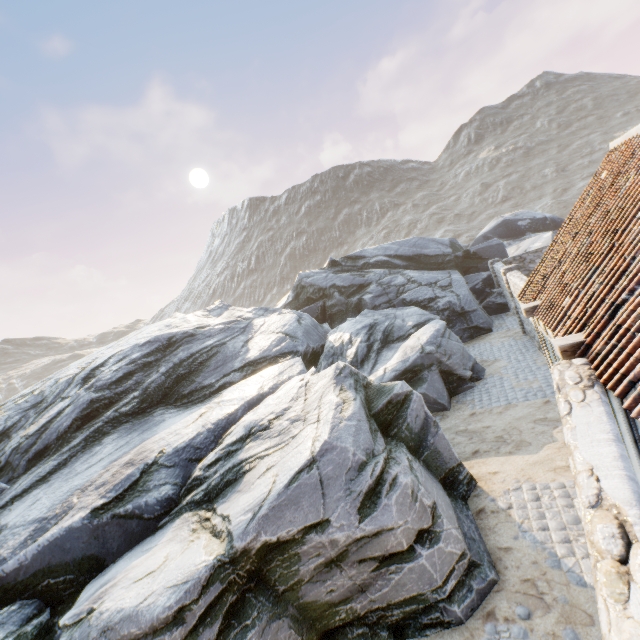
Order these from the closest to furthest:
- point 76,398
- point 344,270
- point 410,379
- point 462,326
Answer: point 410,379 → point 76,398 → point 462,326 → point 344,270

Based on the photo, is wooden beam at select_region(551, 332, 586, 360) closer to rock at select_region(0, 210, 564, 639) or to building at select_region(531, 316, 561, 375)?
building at select_region(531, 316, 561, 375)

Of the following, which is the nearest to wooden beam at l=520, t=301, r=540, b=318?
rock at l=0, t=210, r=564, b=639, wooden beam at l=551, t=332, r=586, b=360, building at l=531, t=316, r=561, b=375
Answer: building at l=531, t=316, r=561, b=375

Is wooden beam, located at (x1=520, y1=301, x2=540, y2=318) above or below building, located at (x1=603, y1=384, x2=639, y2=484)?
above

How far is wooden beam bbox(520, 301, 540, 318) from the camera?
7.4m

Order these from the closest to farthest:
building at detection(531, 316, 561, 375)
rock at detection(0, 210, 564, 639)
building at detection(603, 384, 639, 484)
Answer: building at detection(603, 384, 639, 484) < rock at detection(0, 210, 564, 639) < building at detection(531, 316, 561, 375)

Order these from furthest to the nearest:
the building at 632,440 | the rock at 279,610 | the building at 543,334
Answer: the building at 543,334
the rock at 279,610
the building at 632,440

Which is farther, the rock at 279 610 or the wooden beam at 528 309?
the wooden beam at 528 309
